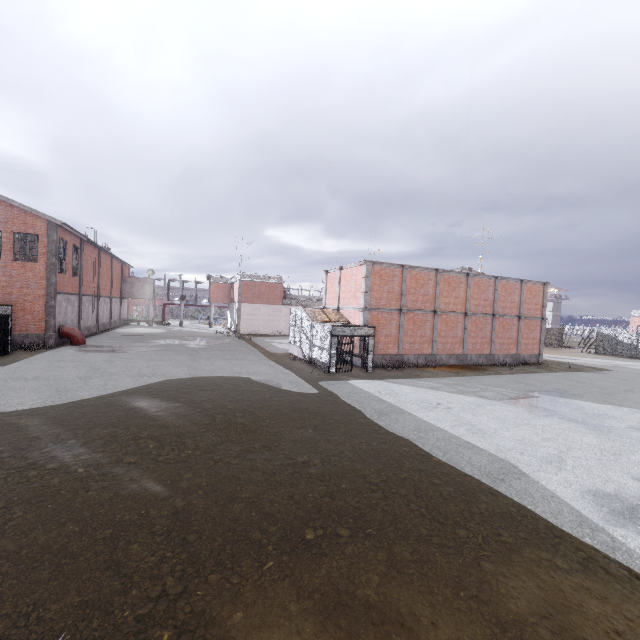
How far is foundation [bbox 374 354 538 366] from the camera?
22.31m

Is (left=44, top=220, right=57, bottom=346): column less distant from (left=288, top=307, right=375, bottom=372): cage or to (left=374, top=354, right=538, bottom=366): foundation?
(left=288, top=307, right=375, bottom=372): cage

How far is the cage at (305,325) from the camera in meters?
19.2 m

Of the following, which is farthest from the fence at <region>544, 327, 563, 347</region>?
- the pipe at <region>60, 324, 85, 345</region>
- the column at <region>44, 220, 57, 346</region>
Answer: the pipe at <region>60, 324, 85, 345</region>

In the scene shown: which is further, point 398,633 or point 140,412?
point 140,412

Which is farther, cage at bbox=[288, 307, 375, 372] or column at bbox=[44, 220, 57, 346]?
column at bbox=[44, 220, 57, 346]

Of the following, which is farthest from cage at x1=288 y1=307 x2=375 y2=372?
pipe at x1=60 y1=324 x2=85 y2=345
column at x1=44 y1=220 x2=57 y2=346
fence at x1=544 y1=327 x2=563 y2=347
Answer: column at x1=44 y1=220 x2=57 y2=346

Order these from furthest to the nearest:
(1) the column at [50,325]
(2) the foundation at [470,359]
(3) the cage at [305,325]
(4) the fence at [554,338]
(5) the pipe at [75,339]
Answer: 1. (4) the fence at [554,338]
2. (5) the pipe at [75,339]
3. (1) the column at [50,325]
4. (2) the foundation at [470,359]
5. (3) the cage at [305,325]
